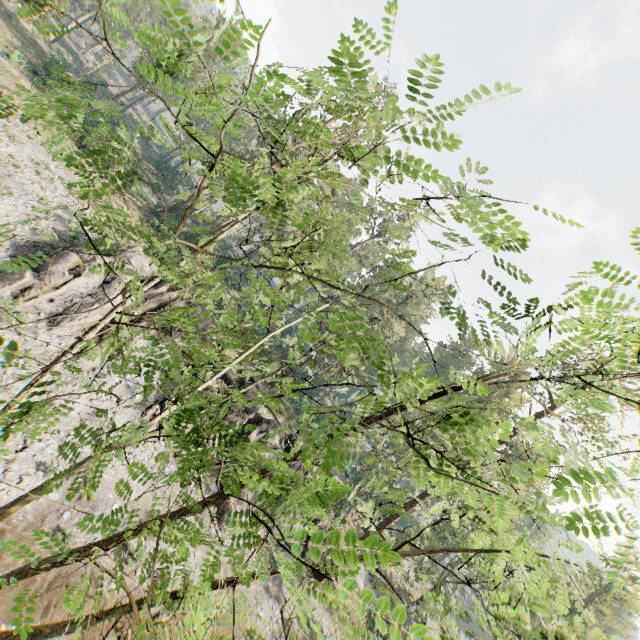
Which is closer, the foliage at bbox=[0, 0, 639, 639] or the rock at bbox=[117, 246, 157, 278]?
the foliage at bbox=[0, 0, 639, 639]

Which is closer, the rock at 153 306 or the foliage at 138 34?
the foliage at 138 34

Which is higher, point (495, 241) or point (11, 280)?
point (495, 241)

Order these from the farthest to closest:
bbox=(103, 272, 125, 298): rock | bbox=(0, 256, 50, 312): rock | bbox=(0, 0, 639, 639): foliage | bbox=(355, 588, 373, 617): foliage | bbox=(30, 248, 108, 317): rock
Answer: bbox=(103, 272, 125, 298): rock → bbox=(30, 248, 108, 317): rock → bbox=(0, 256, 50, 312): rock → bbox=(0, 0, 639, 639): foliage → bbox=(355, 588, 373, 617): foliage

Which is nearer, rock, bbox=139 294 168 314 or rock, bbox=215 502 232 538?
rock, bbox=215 502 232 538

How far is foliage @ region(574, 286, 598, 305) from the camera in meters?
2.7 m

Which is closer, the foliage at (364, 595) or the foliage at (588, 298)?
the foliage at (364, 595)

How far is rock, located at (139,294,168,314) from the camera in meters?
22.6
